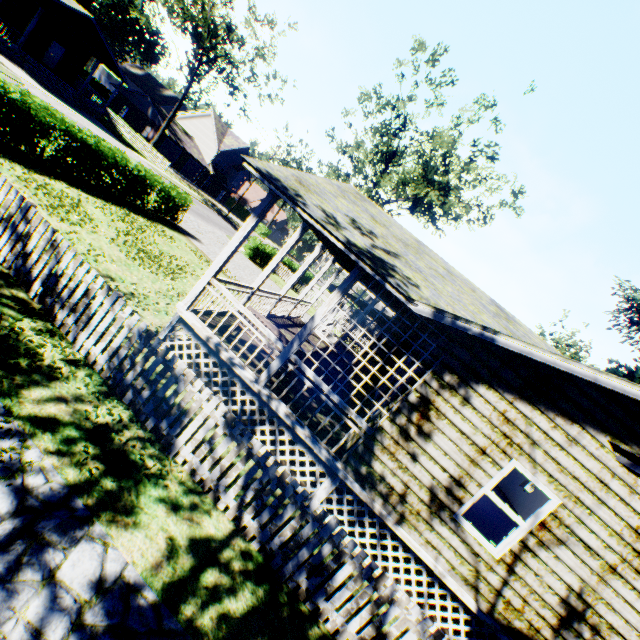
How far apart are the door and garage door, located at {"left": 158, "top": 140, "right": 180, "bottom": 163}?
14.5 meters

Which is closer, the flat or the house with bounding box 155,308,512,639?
the flat

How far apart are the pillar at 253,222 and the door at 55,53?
39.60m

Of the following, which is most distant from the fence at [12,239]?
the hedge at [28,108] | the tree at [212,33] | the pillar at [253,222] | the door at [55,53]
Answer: the tree at [212,33]

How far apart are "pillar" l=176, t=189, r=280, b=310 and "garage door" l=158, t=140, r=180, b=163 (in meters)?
48.29

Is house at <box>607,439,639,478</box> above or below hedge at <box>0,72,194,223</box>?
above

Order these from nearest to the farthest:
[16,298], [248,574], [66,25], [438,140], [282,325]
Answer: [248,574]
[16,298]
[282,325]
[438,140]
[66,25]

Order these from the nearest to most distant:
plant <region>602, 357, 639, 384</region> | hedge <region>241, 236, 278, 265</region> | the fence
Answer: the fence
hedge <region>241, 236, 278, 265</region>
plant <region>602, 357, 639, 384</region>
